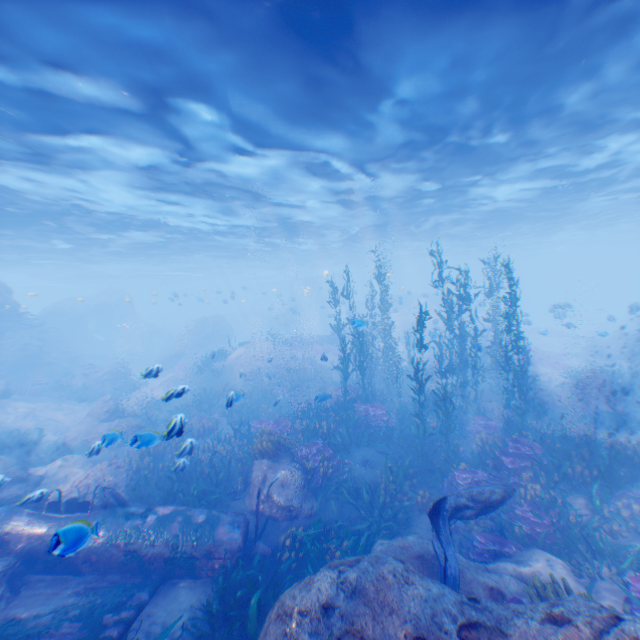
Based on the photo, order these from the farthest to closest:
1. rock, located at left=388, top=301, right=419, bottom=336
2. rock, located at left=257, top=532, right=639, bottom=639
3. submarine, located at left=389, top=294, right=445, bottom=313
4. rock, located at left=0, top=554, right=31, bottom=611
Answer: rock, located at left=388, top=301, right=419, bottom=336 < submarine, located at left=389, top=294, right=445, bottom=313 < rock, located at left=0, top=554, right=31, bottom=611 < rock, located at left=257, top=532, right=639, bottom=639

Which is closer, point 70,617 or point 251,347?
point 70,617

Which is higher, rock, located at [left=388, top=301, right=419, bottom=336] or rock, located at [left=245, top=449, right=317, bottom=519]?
rock, located at [left=388, top=301, right=419, bottom=336]

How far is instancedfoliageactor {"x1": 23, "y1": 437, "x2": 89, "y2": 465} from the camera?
13.4 meters

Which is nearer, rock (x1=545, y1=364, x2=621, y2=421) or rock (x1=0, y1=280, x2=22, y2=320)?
rock (x1=545, y1=364, x2=621, y2=421)

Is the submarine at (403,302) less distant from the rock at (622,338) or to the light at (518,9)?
the light at (518,9)

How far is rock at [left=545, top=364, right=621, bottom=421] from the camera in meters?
16.0

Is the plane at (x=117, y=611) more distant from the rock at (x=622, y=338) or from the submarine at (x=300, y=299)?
the rock at (x=622, y=338)
